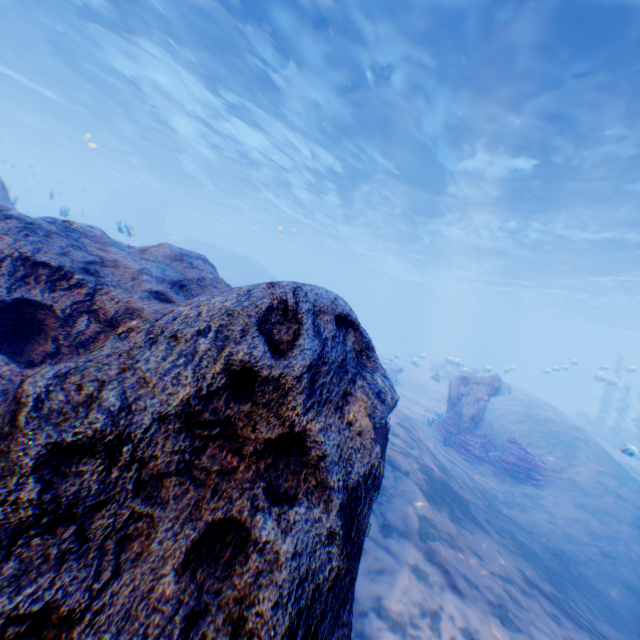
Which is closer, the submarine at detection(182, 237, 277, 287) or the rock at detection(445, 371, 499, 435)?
the rock at detection(445, 371, 499, 435)

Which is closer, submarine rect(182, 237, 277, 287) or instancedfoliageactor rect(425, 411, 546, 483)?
instancedfoliageactor rect(425, 411, 546, 483)

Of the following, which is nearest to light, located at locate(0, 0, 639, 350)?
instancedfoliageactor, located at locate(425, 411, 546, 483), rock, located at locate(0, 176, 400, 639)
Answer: rock, located at locate(0, 176, 400, 639)

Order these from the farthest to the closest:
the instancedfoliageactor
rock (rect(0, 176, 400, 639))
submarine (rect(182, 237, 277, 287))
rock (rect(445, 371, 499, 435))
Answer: submarine (rect(182, 237, 277, 287)) → rock (rect(445, 371, 499, 435)) → the instancedfoliageactor → rock (rect(0, 176, 400, 639))

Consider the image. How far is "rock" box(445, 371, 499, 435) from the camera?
12.2m

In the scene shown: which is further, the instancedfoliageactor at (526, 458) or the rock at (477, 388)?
the rock at (477, 388)

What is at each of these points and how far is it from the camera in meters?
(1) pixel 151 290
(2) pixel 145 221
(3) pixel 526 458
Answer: (1) rock, 3.0
(2) submarine, 41.7
(3) instancedfoliageactor, 9.9

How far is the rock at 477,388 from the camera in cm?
1219
